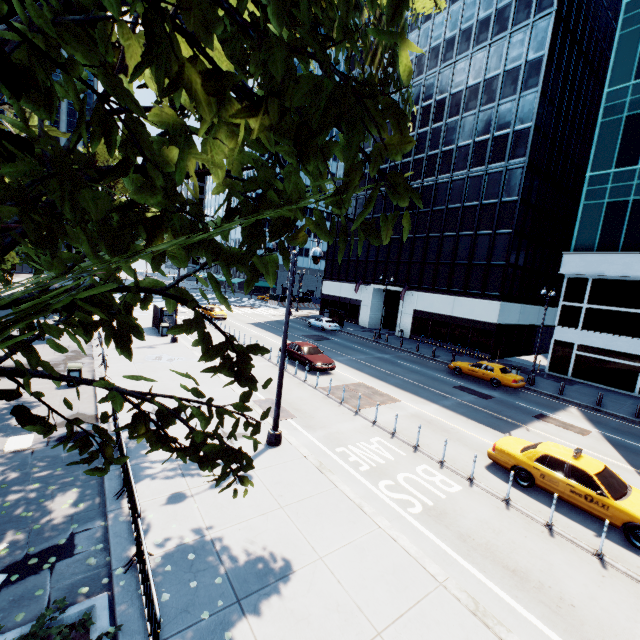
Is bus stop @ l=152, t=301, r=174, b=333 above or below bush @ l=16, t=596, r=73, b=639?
above

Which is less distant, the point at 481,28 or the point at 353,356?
the point at 353,356

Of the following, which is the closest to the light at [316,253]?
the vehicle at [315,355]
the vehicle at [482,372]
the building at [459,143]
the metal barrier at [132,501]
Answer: the metal barrier at [132,501]

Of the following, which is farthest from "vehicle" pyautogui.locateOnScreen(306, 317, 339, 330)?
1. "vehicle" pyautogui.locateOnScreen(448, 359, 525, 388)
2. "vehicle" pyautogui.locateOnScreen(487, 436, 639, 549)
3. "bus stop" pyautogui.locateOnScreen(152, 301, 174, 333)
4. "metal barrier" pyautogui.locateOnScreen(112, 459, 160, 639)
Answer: "metal barrier" pyautogui.locateOnScreen(112, 459, 160, 639)

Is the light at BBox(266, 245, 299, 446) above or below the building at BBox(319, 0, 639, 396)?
below

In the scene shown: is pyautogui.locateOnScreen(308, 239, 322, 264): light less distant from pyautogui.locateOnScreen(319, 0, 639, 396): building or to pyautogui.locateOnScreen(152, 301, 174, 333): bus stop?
pyautogui.locateOnScreen(152, 301, 174, 333): bus stop

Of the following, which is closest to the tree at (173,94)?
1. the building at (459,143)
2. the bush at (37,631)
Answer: the bush at (37,631)

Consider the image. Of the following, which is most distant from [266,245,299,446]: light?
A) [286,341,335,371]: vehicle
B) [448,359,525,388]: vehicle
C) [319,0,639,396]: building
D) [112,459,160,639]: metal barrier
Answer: [319,0,639,396]: building
